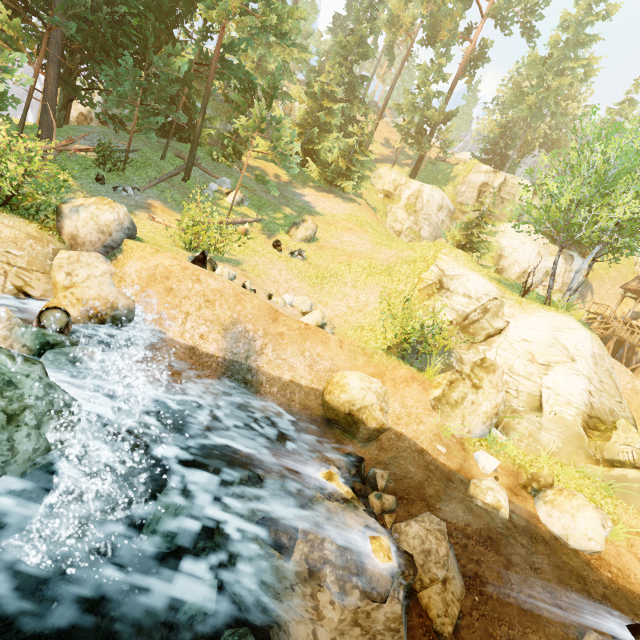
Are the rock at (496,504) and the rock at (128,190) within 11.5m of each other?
no

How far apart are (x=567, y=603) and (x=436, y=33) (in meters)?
46.93

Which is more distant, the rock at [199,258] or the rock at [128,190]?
the rock at [128,190]

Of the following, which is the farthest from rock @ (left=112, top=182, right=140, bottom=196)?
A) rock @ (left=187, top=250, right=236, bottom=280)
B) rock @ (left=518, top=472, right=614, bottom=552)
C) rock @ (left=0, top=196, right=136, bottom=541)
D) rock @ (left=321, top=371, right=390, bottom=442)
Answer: rock @ (left=518, top=472, right=614, bottom=552)

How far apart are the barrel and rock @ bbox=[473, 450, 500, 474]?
11.5m

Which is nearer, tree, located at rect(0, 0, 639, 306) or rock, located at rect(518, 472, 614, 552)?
rock, located at rect(518, 472, 614, 552)

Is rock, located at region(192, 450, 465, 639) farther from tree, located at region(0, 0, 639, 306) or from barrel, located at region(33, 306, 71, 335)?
tree, located at region(0, 0, 639, 306)

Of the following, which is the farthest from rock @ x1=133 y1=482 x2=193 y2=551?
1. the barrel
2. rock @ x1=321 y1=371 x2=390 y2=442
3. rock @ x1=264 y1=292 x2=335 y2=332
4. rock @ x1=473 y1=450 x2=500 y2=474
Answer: rock @ x1=264 y1=292 x2=335 y2=332
